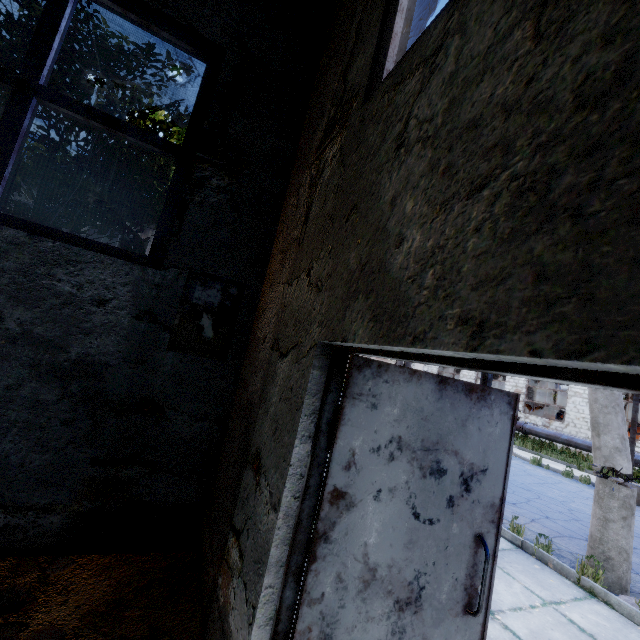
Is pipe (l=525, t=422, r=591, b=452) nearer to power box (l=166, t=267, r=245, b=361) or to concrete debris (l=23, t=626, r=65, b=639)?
power box (l=166, t=267, r=245, b=361)

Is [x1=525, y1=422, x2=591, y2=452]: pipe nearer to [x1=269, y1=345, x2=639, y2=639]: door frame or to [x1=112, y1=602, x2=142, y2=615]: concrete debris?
[x1=112, y1=602, x2=142, y2=615]: concrete debris

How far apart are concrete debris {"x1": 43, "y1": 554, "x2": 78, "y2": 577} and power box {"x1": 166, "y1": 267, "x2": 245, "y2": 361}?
1.9m

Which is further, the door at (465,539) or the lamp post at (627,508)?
the lamp post at (627,508)

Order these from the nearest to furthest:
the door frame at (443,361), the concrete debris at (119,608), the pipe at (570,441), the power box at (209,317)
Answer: the door frame at (443,361), the concrete debris at (119,608), the power box at (209,317), the pipe at (570,441)

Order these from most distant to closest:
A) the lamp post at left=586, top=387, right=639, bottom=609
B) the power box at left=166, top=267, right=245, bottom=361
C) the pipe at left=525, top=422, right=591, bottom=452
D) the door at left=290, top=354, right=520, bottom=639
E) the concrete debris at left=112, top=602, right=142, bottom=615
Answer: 1. the pipe at left=525, top=422, right=591, bottom=452
2. the lamp post at left=586, top=387, right=639, bottom=609
3. the power box at left=166, top=267, right=245, bottom=361
4. the concrete debris at left=112, top=602, right=142, bottom=615
5. the door at left=290, top=354, right=520, bottom=639

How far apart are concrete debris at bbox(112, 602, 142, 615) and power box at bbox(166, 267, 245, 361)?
1.9m

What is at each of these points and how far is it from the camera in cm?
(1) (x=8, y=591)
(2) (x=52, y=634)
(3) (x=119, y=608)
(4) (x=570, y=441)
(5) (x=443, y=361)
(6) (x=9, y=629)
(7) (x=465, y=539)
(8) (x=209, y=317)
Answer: (1) concrete debris, 222
(2) concrete debris, 200
(3) concrete debris, 236
(4) pipe, 1688
(5) door frame, 107
(6) concrete debris, 204
(7) door, 190
(8) power box, 326
